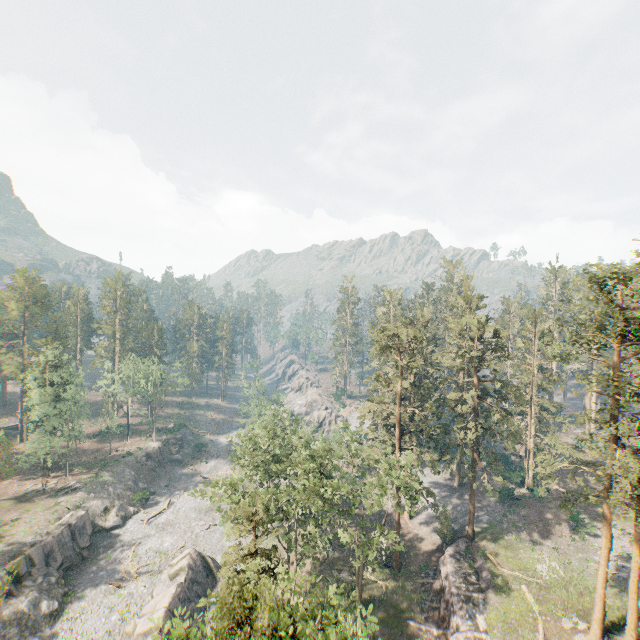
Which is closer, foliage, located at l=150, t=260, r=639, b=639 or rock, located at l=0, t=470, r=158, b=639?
foliage, located at l=150, t=260, r=639, b=639

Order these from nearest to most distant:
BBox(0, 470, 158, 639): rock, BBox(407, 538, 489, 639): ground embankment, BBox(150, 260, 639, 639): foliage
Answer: BBox(150, 260, 639, 639): foliage
BBox(407, 538, 489, 639): ground embankment
BBox(0, 470, 158, 639): rock

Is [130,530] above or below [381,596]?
below

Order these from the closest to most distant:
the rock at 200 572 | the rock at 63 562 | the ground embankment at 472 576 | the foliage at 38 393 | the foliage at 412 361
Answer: the foliage at 412 361 < the ground embankment at 472 576 < the rock at 200 572 < the rock at 63 562 < the foliage at 38 393

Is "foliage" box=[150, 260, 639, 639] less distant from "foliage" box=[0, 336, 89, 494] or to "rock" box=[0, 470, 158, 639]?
"rock" box=[0, 470, 158, 639]

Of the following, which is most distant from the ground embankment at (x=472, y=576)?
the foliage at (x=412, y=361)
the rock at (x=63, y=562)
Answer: the rock at (x=63, y=562)

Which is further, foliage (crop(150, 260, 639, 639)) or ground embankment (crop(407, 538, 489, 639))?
ground embankment (crop(407, 538, 489, 639))

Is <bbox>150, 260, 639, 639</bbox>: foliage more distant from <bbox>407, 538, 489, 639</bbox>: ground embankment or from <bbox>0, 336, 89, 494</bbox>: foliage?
<bbox>0, 336, 89, 494</bbox>: foliage
